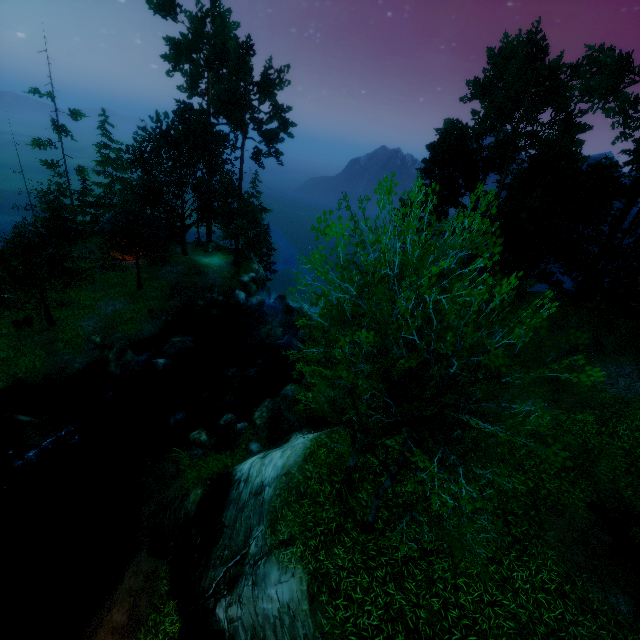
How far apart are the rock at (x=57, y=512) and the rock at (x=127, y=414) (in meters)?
3.76

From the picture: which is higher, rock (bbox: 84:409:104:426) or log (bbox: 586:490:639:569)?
log (bbox: 586:490:639:569)

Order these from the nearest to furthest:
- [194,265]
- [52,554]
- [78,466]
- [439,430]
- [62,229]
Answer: [439,430]
[52,554]
[78,466]
[62,229]
[194,265]

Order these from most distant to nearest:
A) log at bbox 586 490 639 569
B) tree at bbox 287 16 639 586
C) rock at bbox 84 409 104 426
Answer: rock at bbox 84 409 104 426, log at bbox 586 490 639 569, tree at bbox 287 16 639 586

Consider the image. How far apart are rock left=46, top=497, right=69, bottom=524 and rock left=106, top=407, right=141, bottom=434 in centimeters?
376cm

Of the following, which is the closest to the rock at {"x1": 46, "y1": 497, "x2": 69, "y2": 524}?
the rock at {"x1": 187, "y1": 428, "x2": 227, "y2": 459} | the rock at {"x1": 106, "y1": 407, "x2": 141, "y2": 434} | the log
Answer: the rock at {"x1": 106, "y1": 407, "x2": 141, "y2": 434}

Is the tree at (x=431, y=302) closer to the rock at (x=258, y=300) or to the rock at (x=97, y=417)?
the rock at (x=258, y=300)
